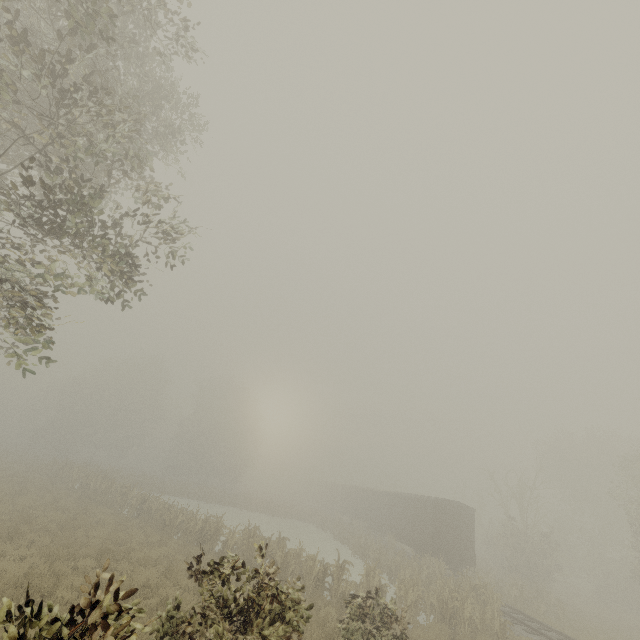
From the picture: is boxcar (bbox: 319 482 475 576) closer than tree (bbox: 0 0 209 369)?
No

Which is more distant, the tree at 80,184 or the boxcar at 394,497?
the boxcar at 394,497

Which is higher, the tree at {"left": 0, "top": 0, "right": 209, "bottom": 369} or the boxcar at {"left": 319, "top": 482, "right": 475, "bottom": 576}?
the tree at {"left": 0, "top": 0, "right": 209, "bottom": 369}

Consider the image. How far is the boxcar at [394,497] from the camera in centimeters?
2298cm

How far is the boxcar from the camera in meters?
23.0

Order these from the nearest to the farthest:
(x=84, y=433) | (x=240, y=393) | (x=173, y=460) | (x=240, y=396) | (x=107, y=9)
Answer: (x=107, y=9) → (x=84, y=433) → (x=173, y=460) → (x=240, y=393) → (x=240, y=396)
